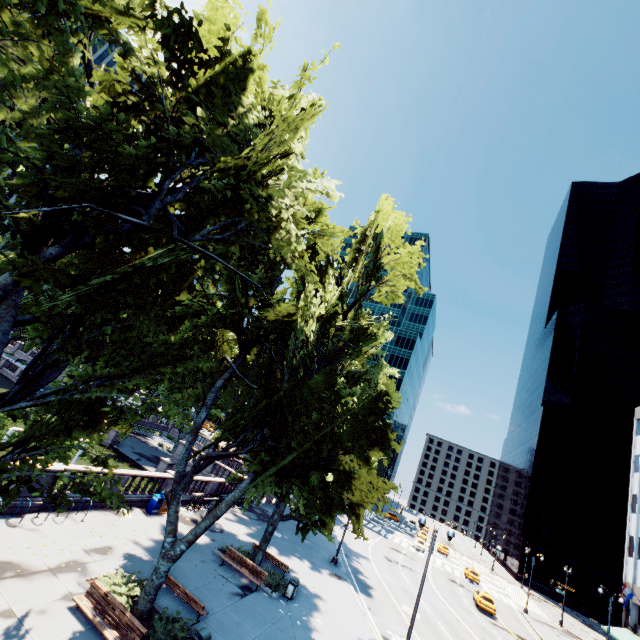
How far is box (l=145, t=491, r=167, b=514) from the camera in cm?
2128

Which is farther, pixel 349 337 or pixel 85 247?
pixel 349 337

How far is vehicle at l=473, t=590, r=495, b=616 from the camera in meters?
34.1 m

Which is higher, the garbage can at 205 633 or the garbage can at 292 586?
the garbage can at 205 633

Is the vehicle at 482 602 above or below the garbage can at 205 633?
below

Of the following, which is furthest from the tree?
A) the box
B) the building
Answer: the box

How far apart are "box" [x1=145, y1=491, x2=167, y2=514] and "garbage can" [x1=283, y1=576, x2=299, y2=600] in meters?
9.6 m

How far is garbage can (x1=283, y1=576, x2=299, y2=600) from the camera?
18.5m
